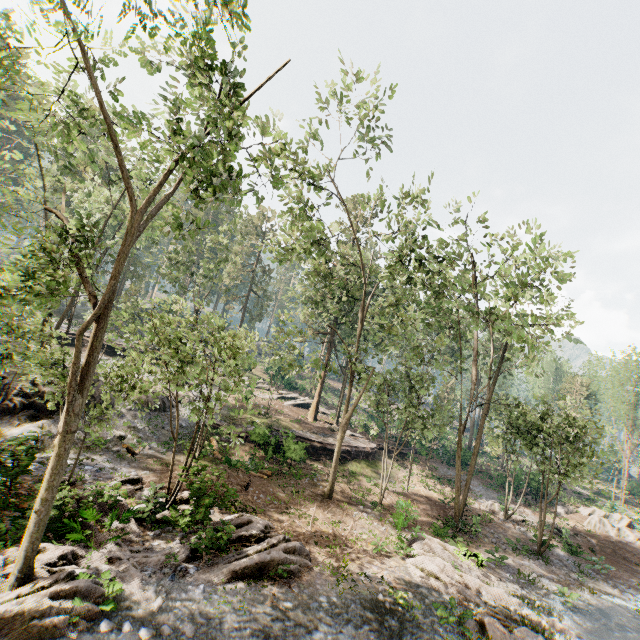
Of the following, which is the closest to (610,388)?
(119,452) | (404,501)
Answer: (404,501)

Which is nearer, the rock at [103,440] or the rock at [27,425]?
the rock at [27,425]

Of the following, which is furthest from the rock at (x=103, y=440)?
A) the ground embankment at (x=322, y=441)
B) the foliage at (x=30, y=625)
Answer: the ground embankment at (x=322, y=441)

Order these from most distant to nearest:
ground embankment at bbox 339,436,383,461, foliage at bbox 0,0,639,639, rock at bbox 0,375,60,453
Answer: ground embankment at bbox 339,436,383,461
rock at bbox 0,375,60,453
foliage at bbox 0,0,639,639

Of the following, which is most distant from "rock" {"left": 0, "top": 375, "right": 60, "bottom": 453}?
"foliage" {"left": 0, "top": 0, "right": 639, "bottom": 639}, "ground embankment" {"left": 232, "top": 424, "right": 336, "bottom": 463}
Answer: "ground embankment" {"left": 232, "top": 424, "right": 336, "bottom": 463}

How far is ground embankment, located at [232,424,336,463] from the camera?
22.5 meters
